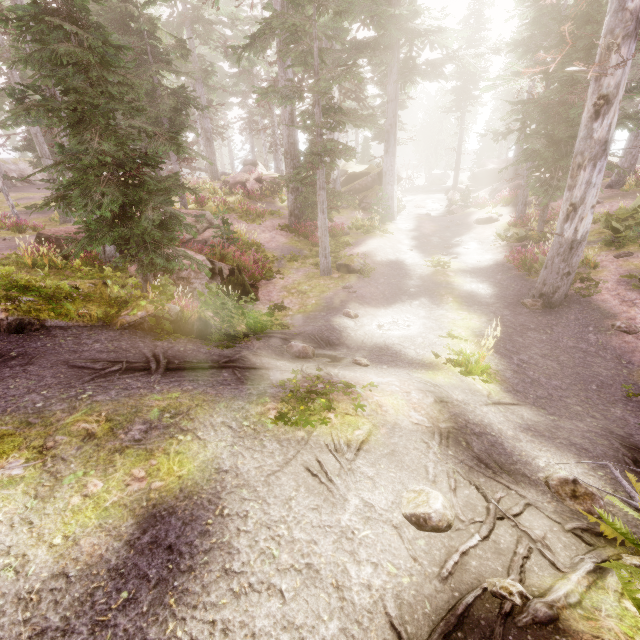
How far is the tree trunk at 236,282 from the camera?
11.3 meters

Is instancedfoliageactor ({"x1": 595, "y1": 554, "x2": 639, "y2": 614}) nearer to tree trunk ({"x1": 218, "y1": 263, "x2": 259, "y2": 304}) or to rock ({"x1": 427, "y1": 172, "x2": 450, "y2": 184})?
rock ({"x1": 427, "y1": 172, "x2": 450, "y2": 184})

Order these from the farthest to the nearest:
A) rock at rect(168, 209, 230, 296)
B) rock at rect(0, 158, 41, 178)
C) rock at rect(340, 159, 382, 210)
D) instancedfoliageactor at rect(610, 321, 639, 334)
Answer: rock at rect(0, 158, 41, 178) → rock at rect(340, 159, 382, 210) → rock at rect(168, 209, 230, 296) → instancedfoliageactor at rect(610, 321, 639, 334)

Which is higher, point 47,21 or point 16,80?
point 16,80

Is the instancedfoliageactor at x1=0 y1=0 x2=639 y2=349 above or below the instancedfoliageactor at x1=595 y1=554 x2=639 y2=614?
above

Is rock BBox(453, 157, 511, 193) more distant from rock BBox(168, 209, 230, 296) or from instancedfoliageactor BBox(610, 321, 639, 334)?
rock BBox(168, 209, 230, 296)

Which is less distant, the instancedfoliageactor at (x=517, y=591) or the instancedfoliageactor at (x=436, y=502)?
the instancedfoliageactor at (x=517, y=591)

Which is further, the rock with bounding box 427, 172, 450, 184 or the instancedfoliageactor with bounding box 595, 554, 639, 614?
the rock with bounding box 427, 172, 450, 184
